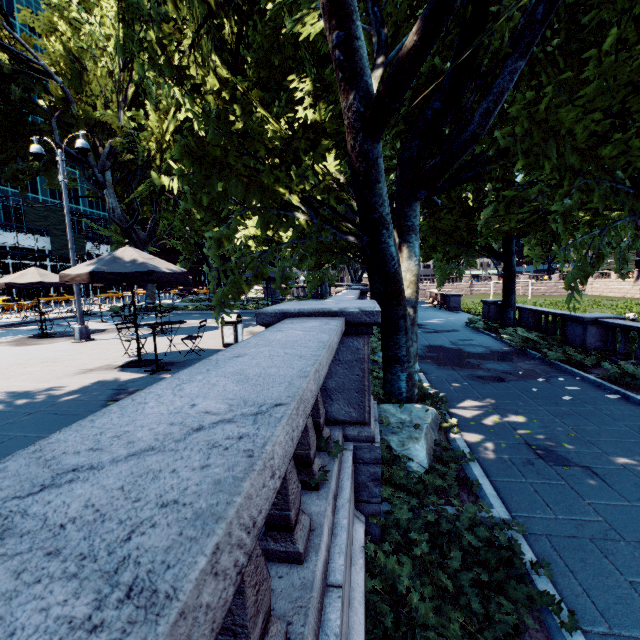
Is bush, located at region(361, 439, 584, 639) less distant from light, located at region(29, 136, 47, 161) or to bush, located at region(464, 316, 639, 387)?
bush, located at region(464, 316, 639, 387)

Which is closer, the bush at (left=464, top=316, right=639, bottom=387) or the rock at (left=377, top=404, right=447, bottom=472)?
the rock at (left=377, top=404, right=447, bottom=472)

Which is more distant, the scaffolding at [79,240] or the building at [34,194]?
the scaffolding at [79,240]

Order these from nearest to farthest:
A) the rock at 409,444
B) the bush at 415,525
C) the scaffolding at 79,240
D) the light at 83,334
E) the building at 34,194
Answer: the bush at 415,525 → the rock at 409,444 → the light at 83,334 → the building at 34,194 → the scaffolding at 79,240

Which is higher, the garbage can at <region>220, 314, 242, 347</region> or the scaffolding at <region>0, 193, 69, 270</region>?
the scaffolding at <region>0, 193, 69, 270</region>

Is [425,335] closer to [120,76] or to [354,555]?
[354,555]

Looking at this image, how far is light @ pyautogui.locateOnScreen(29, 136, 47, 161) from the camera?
11.5m

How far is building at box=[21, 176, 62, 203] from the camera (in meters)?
52.69
